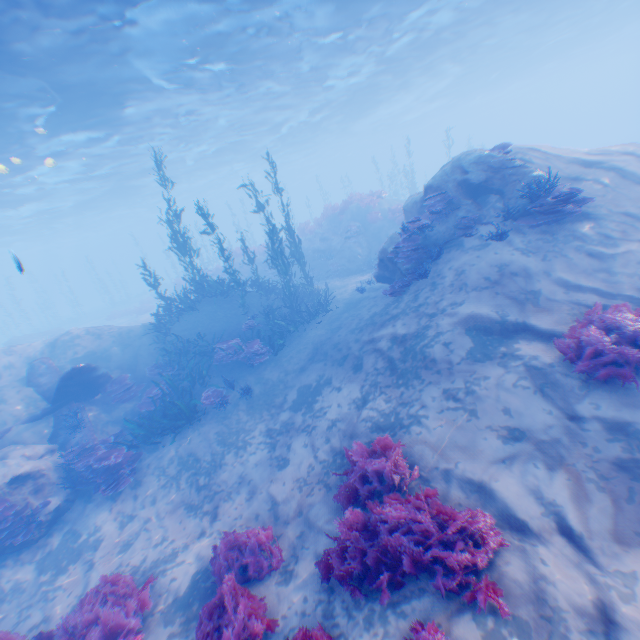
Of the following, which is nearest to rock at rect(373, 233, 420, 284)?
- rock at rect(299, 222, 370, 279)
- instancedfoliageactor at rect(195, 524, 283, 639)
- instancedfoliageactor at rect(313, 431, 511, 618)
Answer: instancedfoliageactor at rect(195, 524, 283, 639)

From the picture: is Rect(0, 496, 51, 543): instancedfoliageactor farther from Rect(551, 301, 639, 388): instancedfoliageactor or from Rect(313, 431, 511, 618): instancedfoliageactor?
Rect(551, 301, 639, 388): instancedfoliageactor

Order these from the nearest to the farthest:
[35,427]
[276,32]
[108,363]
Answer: [35,427]
[108,363]
[276,32]

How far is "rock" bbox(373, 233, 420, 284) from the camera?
10.9m

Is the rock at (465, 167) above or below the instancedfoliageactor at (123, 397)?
above

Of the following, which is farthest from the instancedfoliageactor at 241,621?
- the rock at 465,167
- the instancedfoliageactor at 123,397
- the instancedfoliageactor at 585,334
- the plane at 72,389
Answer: the instancedfoliageactor at 123,397

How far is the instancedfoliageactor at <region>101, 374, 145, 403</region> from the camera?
12.6 meters

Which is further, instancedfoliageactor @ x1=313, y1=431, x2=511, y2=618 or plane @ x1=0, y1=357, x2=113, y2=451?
plane @ x1=0, y1=357, x2=113, y2=451
